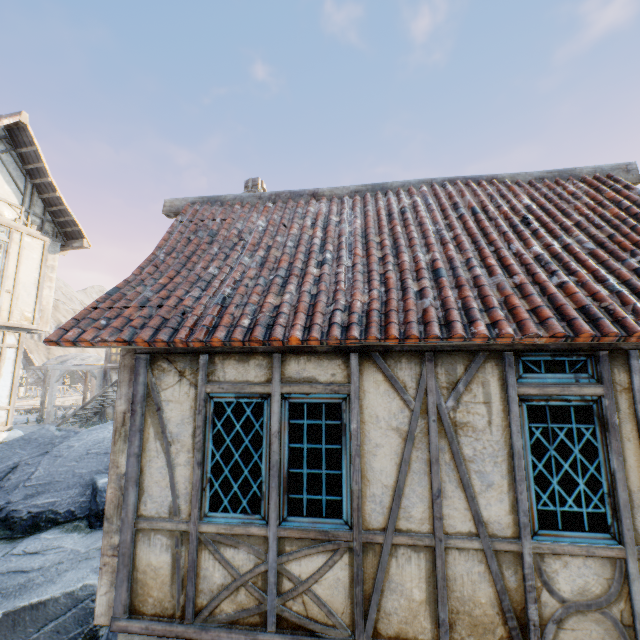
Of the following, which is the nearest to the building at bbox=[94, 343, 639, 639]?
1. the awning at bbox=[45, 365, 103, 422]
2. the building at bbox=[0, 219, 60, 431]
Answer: the building at bbox=[0, 219, 60, 431]

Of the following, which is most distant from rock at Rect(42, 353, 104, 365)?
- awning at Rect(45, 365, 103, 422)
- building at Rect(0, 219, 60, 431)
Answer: awning at Rect(45, 365, 103, 422)

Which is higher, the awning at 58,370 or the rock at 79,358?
the rock at 79,358

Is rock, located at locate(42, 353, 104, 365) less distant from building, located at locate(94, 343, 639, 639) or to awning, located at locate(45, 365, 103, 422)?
building, located at locate(94, 343, 639, 639)

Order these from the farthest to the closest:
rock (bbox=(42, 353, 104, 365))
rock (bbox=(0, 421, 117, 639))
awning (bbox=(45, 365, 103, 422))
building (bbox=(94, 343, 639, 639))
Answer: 1. rock (bbox=(42, 353, 104, 365))
2. awning (bbox=(45, 365, 103, 422))
3. rock (bbox=(0, 421, 117, 639))
4. building (bbox=(94, 343, 639, 639))

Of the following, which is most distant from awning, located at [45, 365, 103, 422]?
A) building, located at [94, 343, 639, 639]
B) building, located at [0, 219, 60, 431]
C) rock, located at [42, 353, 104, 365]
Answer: building, located at [94, 343, 639, 639]

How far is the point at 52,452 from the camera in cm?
615

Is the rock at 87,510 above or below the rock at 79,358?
below
